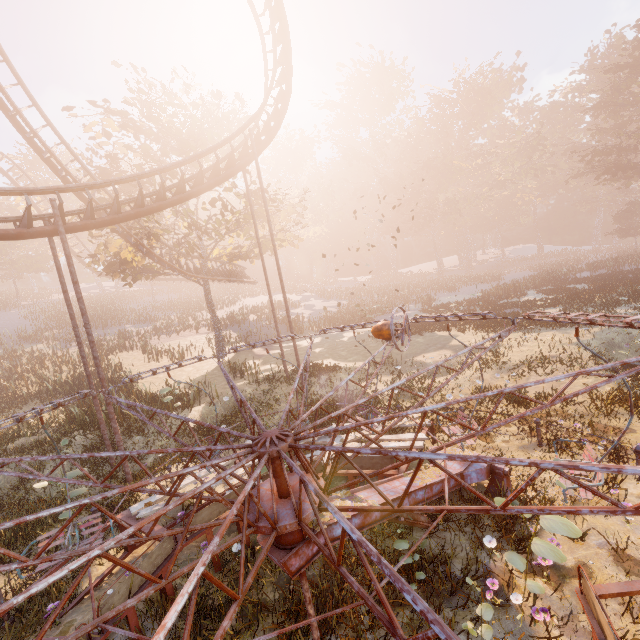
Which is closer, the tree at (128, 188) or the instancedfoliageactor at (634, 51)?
the tree at (128, 188)

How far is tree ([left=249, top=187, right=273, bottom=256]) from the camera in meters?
20.4 m

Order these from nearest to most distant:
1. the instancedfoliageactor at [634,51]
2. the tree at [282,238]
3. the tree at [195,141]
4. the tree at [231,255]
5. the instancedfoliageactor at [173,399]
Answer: the instancedfoliageactor at [173,399] < the tree at [195,141] < the tree at [231,255] < the tree at [282,238] < the instancedfoliageactor at [634,51]

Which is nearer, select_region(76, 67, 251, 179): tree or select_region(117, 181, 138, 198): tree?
select_region(76, 67, 251, 179): tree

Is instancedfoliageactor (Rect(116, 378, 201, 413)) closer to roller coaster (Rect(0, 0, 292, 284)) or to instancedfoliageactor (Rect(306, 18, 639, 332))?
roller coaster (Rect(0, 0, 292, 284))

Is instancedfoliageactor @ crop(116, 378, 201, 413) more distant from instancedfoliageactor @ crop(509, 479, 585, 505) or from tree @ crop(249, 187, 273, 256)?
instancedfoliageactor @ crop(509, 479, 585, 505)

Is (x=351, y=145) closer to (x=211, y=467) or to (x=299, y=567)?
(x=211, y=467)

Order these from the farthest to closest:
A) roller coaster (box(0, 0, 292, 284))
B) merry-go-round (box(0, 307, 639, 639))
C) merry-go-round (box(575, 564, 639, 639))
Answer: roller coaster (box(0, 0, 292, 284)), merry-go-round (box(575, 564, 639, 639)), merry-go-round (box(0, 307, 639, 639))
